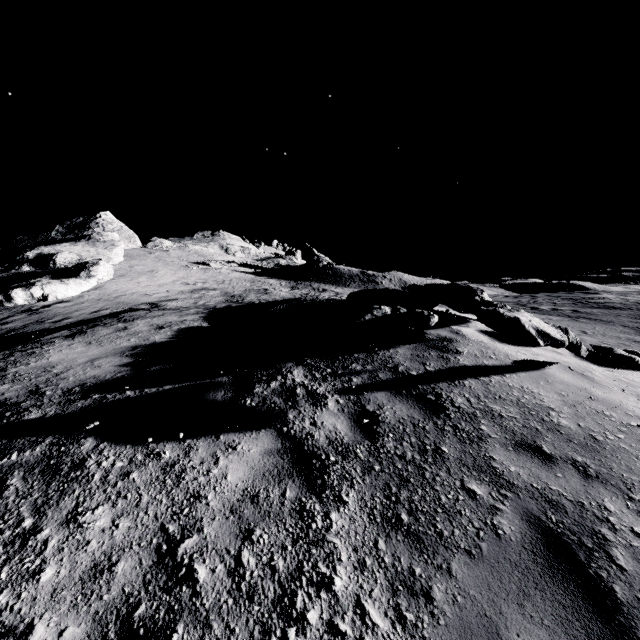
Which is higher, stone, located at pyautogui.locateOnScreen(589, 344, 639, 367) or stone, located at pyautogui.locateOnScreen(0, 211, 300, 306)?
stone, located at pyautogui.locateOnScreen(0, 211, 300, 306)

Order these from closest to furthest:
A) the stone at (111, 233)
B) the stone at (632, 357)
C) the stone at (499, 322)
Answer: the stone at (499, 322)
the stone at (632, 357)
the stone at (111, 233)

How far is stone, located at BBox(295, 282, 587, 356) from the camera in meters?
4.6 m

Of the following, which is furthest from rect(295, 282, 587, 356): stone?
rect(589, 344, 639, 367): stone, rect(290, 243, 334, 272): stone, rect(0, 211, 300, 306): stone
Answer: rect(290, 243, 334, 272): stone

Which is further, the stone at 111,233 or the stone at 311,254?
the stone at 311,254

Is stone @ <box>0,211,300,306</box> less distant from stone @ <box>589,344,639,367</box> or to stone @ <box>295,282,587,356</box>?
stone @ <box>295,282,587,356</box>

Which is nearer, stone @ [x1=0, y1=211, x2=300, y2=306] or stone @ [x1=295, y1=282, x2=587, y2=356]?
stone @ [x1=295, y1=282, x2=587, y2=356]

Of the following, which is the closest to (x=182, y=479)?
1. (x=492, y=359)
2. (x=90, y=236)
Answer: (x=492, y=359)
